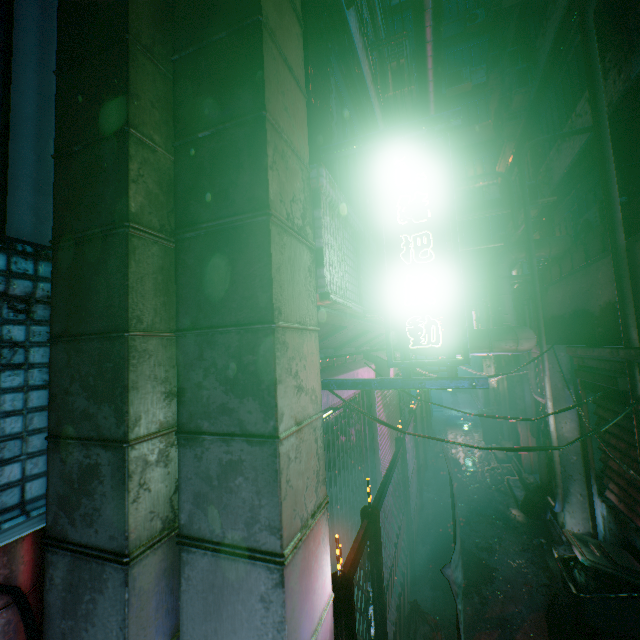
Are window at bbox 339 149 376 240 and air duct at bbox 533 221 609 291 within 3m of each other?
yes

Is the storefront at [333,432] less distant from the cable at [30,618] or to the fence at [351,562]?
the fence at [351,562]

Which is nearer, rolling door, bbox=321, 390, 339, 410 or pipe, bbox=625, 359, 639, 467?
pipe, bbox=625, 359, 639, 467

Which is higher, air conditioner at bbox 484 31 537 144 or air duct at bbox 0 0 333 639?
air conditioner at bbox 484 31 537 144

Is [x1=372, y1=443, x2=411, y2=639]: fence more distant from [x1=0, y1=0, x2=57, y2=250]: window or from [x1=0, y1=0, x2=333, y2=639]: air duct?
[x1=0, y1=0, x2=57, y2=250]: window

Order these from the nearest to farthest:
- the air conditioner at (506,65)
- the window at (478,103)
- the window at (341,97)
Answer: the window at (341,97) → the air conditioner at (506,65) → the window at (478,103)

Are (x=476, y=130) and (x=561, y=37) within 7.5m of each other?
no

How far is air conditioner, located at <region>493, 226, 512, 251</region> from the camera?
12.2m
